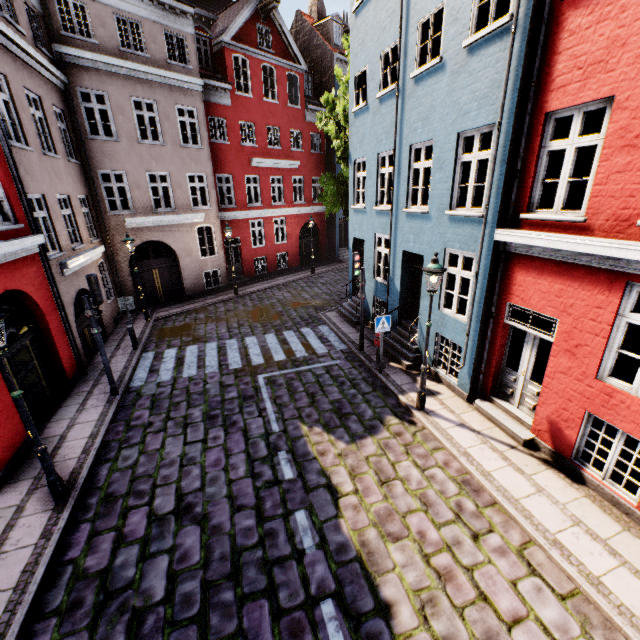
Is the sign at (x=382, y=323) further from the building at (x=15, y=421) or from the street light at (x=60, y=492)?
the street light at (x=60, y=492)

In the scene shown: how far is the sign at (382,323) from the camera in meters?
9.2

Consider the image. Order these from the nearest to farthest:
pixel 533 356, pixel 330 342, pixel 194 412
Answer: pixel 533 356 < pixel 194 412 < pixel 330 342

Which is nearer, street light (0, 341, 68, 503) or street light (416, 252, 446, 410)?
street light (0, 341, 68, 503)

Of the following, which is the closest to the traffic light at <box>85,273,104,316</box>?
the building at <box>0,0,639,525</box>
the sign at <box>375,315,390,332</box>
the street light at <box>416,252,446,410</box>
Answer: the building at <box>0,0,639,525</box>

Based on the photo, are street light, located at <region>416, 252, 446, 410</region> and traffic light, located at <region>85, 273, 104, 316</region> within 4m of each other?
no

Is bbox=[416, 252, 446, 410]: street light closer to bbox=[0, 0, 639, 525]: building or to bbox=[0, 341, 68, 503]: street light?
bbox=[0, 0, 639, 525]: building

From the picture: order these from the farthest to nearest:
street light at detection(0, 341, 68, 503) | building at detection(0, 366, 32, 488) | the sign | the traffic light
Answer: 1. the sign
2. the traffic light
3. building at detection(0, 366, 32, 488)
4. street light at detection(0, 341, 68, 503)
